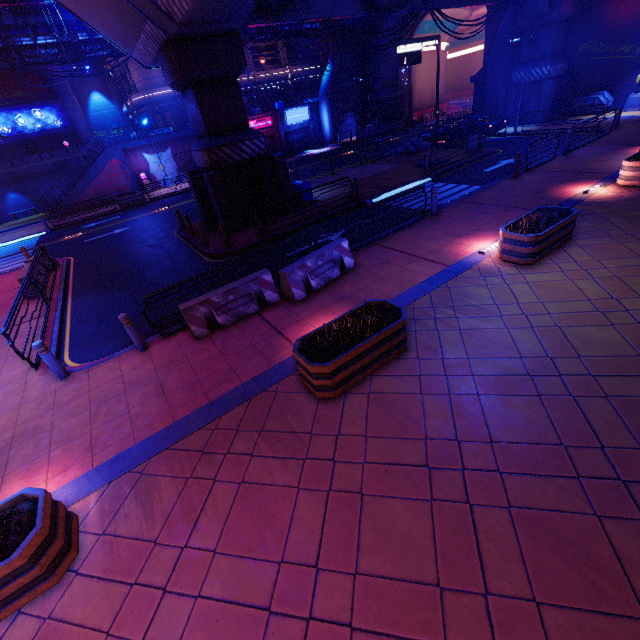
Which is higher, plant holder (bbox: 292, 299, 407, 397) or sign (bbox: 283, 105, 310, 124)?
sign (bbox: 283, 105, 310, 124)

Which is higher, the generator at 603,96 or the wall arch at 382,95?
the wall arch at 382,95

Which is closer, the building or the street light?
the street light

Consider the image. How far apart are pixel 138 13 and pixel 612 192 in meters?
18.0

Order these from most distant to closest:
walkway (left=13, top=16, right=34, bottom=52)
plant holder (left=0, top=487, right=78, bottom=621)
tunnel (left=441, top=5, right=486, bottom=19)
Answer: tunnel (left=441, top=5, right=486, bottom=19)
walkway (left=13, top=16, right=34, bottom=52)
plant holder (left=0, top=487, right=78, bottom=621)

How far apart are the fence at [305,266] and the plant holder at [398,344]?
2.5 meters

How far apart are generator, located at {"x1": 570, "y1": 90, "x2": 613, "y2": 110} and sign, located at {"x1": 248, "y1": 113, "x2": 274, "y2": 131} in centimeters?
2849cm

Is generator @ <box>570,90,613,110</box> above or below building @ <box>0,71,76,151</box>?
below
